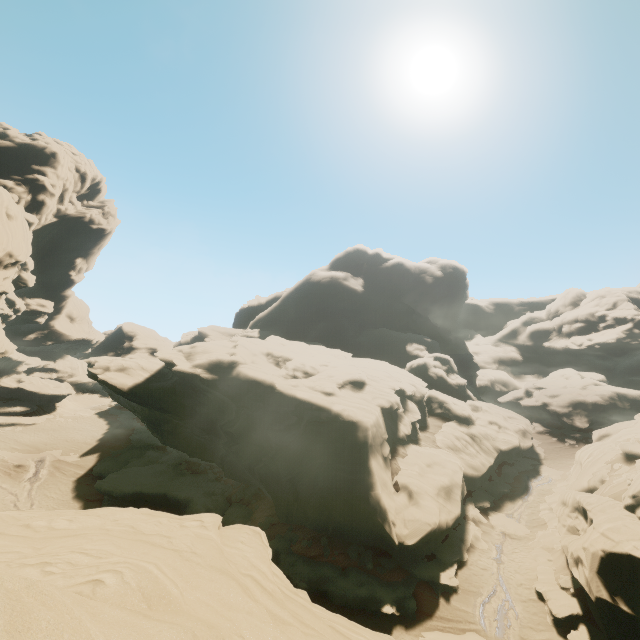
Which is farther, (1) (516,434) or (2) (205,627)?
(1) (516,434)

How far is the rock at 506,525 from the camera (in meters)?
24.77

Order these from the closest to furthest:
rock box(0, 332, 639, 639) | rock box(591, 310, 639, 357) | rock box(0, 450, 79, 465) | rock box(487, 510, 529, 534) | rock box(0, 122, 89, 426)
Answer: rock box(0, 332, 639, 639), rock box(487, 510, 529, 534), rock box(0, 122, 89, 426), rock box(0, 450, 79, 465), rock box(591, 310, 639, 357)

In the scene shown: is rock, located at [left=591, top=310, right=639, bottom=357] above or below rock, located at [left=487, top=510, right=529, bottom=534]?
above

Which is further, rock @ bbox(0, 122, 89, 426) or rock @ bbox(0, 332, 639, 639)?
rock @ bbox(0, 122, 89, 426)

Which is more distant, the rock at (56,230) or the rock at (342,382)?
the rock at (56,230)
